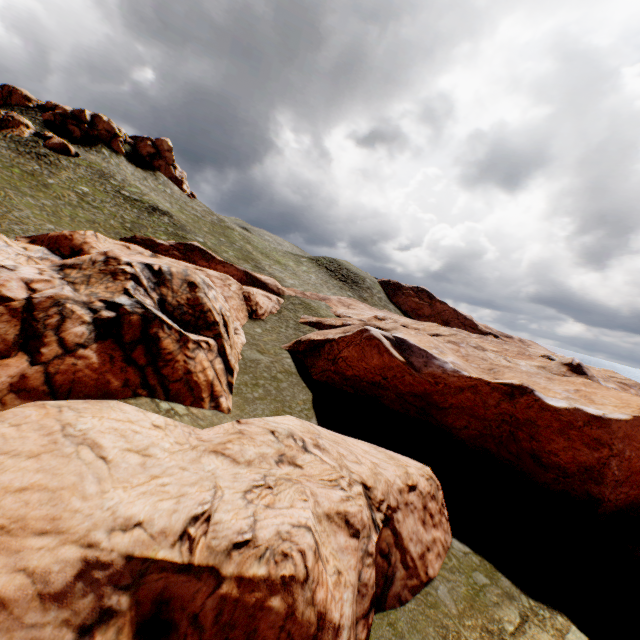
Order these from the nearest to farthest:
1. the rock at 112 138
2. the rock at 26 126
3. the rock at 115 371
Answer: the rock at 115 371 → the rock at 26 126 → the rock at 112 138

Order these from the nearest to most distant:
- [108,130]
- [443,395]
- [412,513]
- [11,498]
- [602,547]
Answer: [11,498]
[412,513]
[602,547]
[443,395]
[108,130]

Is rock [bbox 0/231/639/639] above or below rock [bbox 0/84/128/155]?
below

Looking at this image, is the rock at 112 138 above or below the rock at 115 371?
above

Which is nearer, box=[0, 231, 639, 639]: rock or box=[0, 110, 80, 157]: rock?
box=[0, 231, 639, 639]: rock

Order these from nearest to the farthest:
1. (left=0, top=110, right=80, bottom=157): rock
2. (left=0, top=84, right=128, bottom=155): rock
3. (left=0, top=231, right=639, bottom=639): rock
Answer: (left=0, top=231, right=639, bottom=639): rock, (left=0, top=110, right=80, bottom=157): rock, (left=0, top=84, right=128, bottom=155): rock

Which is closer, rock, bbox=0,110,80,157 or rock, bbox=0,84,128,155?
rock, bbox=0,110,80,157
